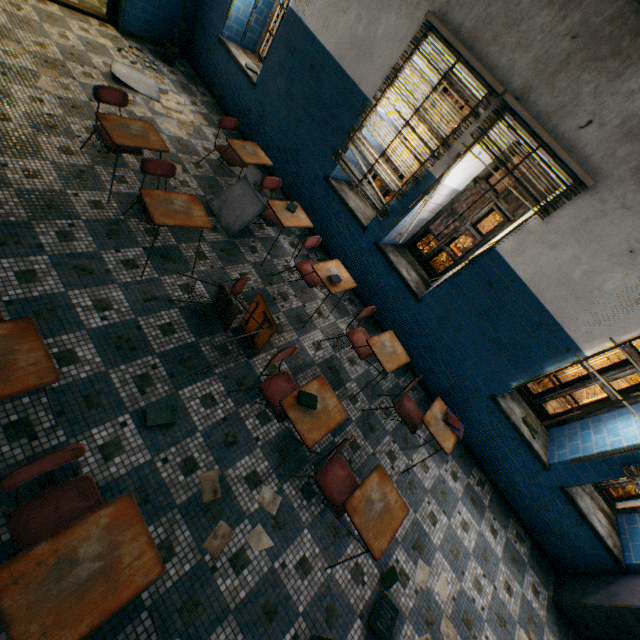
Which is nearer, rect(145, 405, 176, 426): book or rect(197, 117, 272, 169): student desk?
rect(145, 405, 176, 426): book

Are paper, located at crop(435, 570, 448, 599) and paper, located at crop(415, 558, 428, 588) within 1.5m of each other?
yes

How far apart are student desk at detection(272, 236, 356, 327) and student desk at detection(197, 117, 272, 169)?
1.68m

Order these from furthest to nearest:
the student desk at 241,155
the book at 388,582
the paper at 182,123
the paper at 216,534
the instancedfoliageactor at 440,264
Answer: the instancedfoliageactor at 440,264 < the paper at 182,123 < the student desk at 241,155 < the book at 388,582 < the paper at 216,534

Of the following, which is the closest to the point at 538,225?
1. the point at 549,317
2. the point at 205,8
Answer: the point at 549,317

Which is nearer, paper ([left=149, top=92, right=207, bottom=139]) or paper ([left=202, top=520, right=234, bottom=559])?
paper ([left=202, top=520, right=234, bottom=559])

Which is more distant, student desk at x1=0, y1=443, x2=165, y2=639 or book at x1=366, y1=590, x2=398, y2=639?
book at x1=366, y1=590, x2=398, y2=639

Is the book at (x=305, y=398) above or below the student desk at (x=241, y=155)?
above
